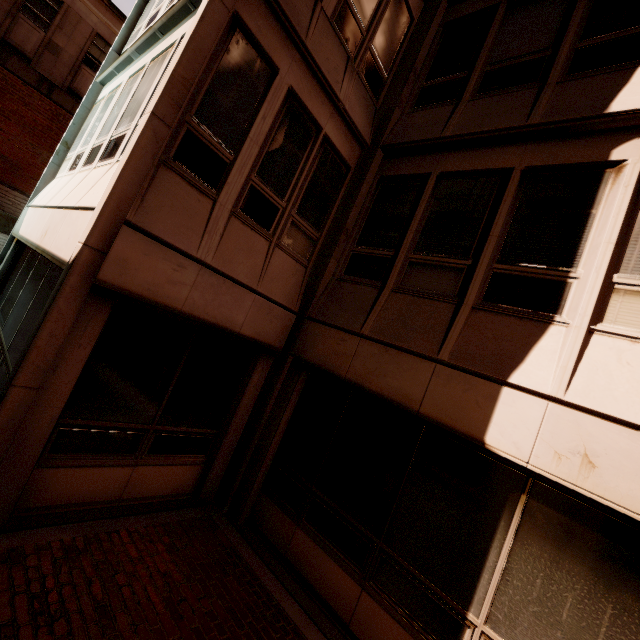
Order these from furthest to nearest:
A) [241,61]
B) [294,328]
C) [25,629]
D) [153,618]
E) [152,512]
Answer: [294,328]
[152,512]
[241,61]
[153,618]
[25,629]
